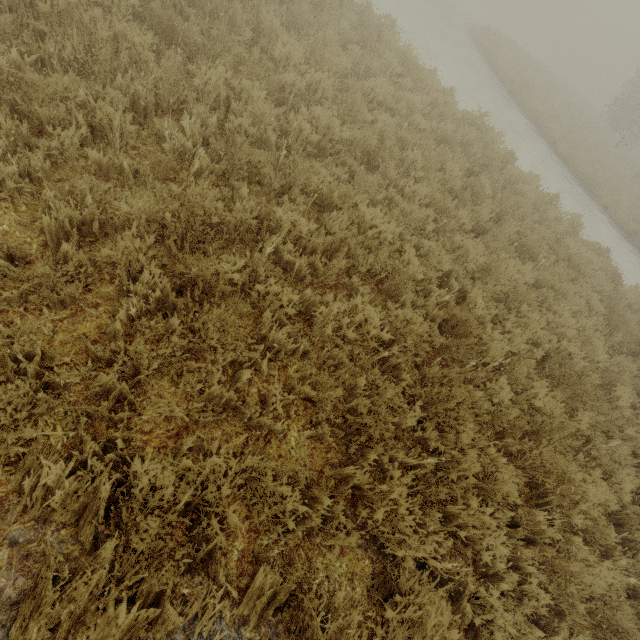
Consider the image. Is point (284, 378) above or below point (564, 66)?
above
